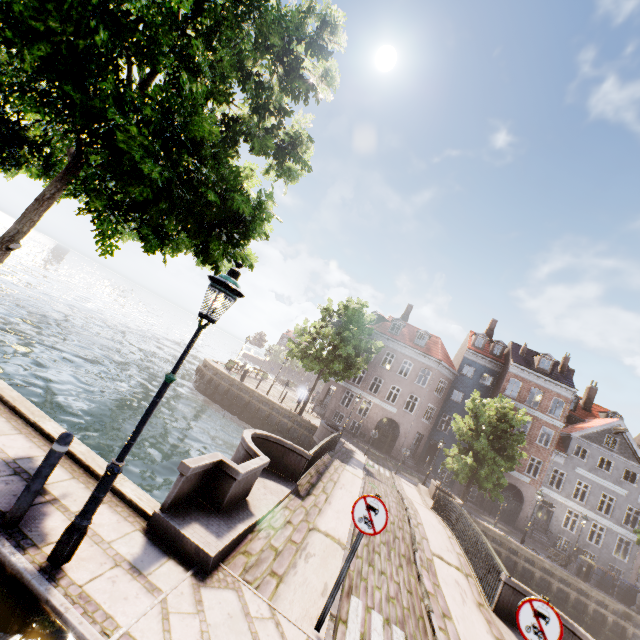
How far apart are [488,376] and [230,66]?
39.9m

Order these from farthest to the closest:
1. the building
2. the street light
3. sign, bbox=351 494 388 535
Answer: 1. the building
2. sign, bbox=351 494 388 535
3. the street light

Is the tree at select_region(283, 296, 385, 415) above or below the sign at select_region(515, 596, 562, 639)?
above

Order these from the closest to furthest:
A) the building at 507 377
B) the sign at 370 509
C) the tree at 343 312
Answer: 1. the sign at 370 509
2. the tree at 343 312
3. the building at 507 377

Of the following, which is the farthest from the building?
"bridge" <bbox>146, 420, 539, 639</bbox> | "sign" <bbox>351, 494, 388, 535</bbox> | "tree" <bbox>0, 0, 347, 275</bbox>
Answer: "sign" <bbox>351, 494, 388, 535</bbox>

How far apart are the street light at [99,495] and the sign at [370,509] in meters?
3.2

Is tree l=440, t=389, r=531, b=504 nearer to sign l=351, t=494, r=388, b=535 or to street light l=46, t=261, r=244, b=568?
street light l=46, t=261, r=244, b=568

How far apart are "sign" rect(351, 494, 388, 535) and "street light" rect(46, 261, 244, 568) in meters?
3.2 m
